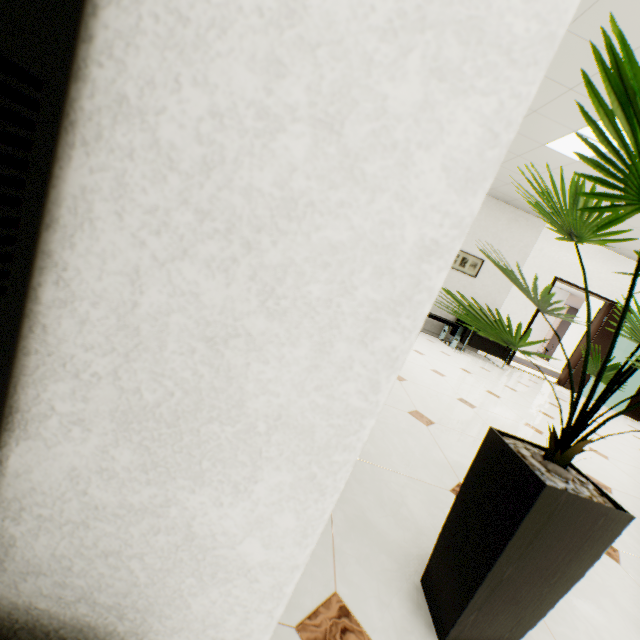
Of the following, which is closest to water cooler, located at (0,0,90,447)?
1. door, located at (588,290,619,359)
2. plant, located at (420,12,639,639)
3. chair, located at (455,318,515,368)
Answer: plant, located at (420,12,639,639)

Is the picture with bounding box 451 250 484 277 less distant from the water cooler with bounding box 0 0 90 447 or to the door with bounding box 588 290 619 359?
the door with bounding box 588 290 619 359

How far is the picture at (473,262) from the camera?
6.6 meters

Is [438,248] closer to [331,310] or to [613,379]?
[331,310]

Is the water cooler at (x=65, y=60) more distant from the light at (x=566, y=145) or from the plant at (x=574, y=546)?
the light at (x=566, y=145)

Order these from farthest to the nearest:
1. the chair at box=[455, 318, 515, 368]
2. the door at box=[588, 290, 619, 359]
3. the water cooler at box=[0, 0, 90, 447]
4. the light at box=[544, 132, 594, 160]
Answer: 1. the door at box=[588, 290, 619, 359]
2. the chair at box=[455, 318, 515, 368]
3. the light at box=[544, 132, 594, 160]
4. the water cooler at box=[0, 0, 90, 447]

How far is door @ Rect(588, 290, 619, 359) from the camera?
6.82m

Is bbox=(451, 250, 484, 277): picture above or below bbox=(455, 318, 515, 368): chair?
above
